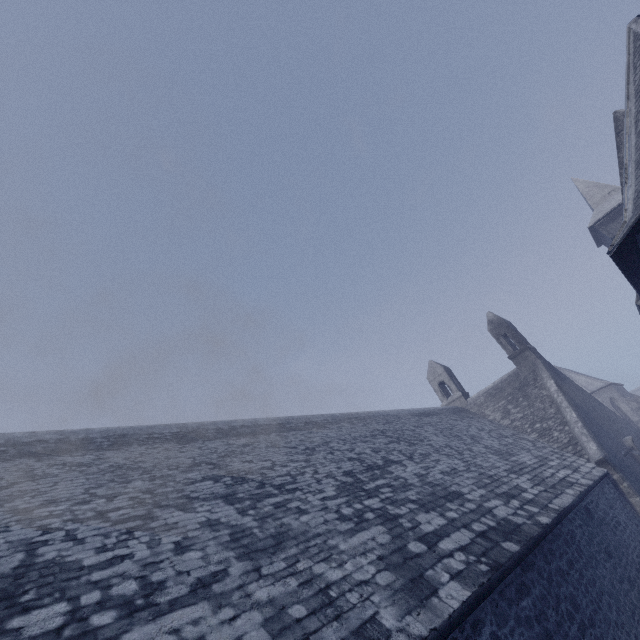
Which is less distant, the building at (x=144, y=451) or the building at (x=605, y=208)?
the building at (x=144, y=451)

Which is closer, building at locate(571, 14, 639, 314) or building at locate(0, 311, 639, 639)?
building at locate(0, 311, 639, 639)

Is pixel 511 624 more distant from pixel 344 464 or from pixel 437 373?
pixel 437 373
